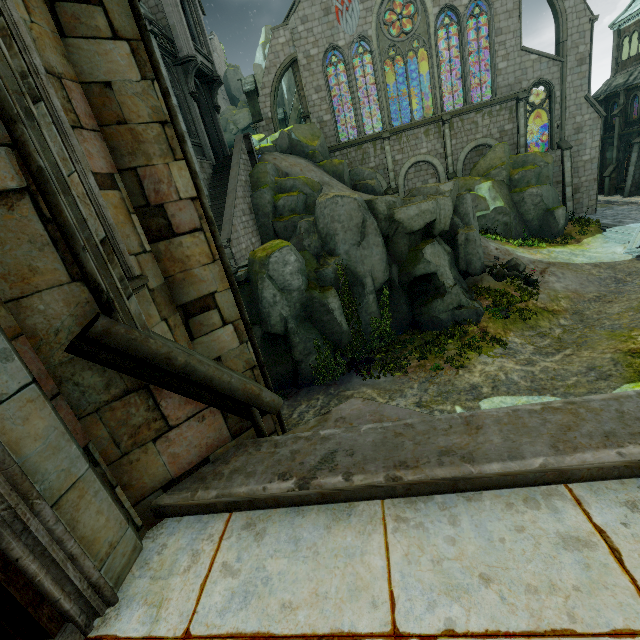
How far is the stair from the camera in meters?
21.2 m

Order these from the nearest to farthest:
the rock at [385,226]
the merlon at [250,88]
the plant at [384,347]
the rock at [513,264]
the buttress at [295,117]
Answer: the rock at [385,226] < the plant at [384,347] < the rock at [513,264] < the merlon at [250,88] < the buttress at [295,117]

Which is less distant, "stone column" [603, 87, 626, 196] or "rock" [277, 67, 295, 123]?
"stone column" [603, 87, 626, 196]

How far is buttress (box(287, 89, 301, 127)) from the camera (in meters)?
37.06

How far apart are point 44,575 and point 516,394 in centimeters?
1345cm

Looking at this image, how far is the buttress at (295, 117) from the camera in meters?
37.1 m

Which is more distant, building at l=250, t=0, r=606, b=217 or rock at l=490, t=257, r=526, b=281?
building at l=250, t=0, r=606, b=217

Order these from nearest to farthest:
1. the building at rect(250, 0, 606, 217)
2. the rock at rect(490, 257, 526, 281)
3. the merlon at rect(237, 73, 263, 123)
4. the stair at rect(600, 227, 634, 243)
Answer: the rock at rect(490, 257, 526, 281) → the stair at rect(600, 227, 634, 243) → the building at rect(250, 0, 606, 217) → the merlon at rect(237, 73, 263, 123)
